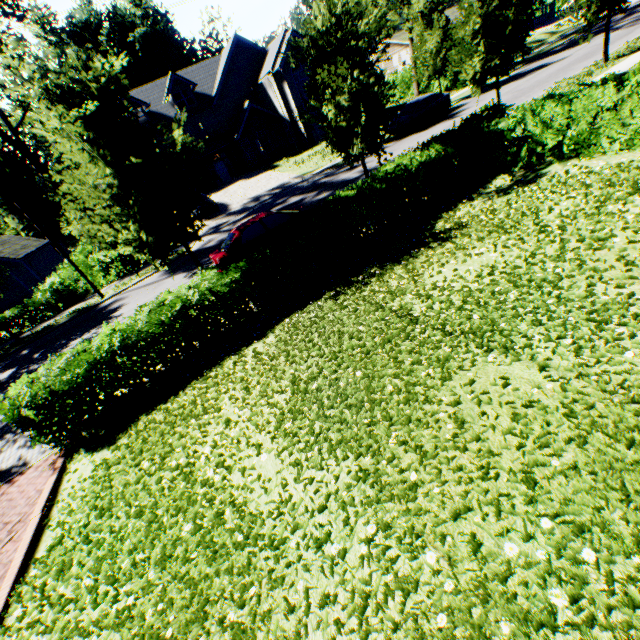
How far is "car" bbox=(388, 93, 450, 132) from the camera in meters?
22.2 m

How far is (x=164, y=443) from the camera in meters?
5.8 m

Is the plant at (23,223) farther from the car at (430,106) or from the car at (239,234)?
the car at (239,234)

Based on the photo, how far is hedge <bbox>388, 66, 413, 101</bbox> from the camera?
33.8 meters

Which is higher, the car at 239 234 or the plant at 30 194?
the plant at 30 194

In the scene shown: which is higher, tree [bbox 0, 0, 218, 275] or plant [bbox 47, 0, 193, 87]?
plant [bbox 47, 0, 193, 87]

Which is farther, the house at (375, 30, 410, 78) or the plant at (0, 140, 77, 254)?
the plant at (0, 140, 77, 254)
